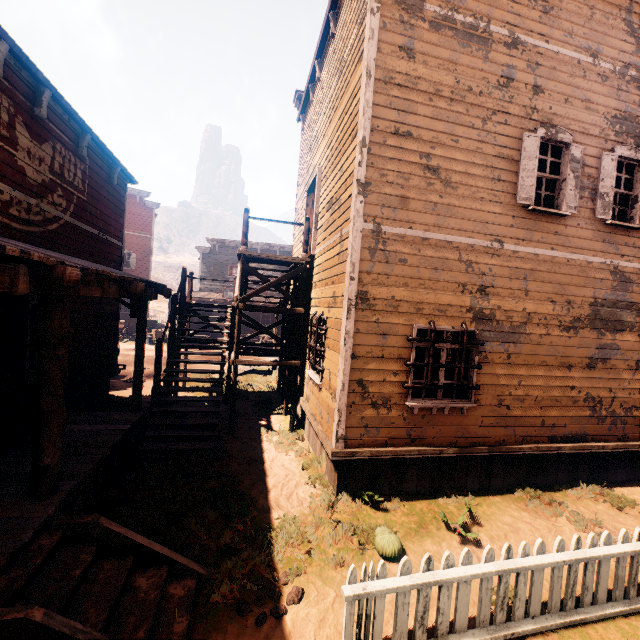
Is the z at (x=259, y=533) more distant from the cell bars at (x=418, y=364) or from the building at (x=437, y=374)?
the cell bars at (x=418, y=364)

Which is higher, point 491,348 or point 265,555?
point 491,348

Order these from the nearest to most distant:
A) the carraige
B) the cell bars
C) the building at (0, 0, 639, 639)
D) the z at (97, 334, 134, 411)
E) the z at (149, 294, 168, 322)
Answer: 1. the building at (0, 0, 639, 639)
2. the cell bars
3. the z at (97, 334, 134, 411)
4. the carraige
5. the z at (149, 294, 168, 322)

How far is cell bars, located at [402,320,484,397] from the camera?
5.9 meters

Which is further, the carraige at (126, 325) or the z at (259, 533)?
the carraige at (126, 325)

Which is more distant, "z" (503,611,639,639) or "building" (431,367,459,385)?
"building" (431,367,459,385)

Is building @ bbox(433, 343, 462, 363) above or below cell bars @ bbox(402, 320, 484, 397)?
above

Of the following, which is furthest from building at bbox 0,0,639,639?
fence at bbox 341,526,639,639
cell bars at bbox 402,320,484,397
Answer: fence at bbox 341,526,639,639
